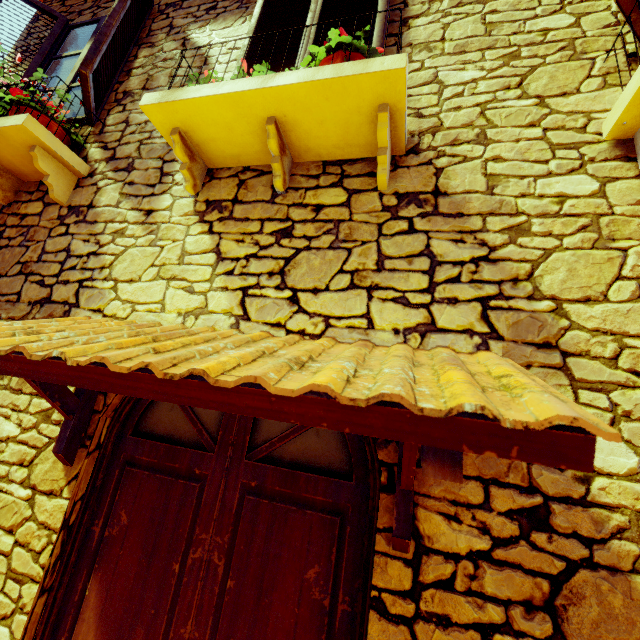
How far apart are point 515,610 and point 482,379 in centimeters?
85cm

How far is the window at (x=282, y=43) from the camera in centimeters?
236cm

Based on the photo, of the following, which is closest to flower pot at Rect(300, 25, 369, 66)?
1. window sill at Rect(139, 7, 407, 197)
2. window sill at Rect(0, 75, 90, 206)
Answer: window sill at Rect(139, 7, 407, 197)

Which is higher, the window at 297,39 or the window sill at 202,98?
the window at 297,39

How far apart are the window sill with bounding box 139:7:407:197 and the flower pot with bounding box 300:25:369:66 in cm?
1

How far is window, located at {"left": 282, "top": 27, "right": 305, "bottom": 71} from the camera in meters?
2.3 m

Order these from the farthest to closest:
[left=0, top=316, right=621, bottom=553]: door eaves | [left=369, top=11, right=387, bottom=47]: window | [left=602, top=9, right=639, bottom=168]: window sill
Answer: [left=369, top=11, right=387, bottom=47]: window < [left=602, top=9, right=639, bottom=168]: window sill < [left=0, top=316, right=621, bottom=553]: door eaves
